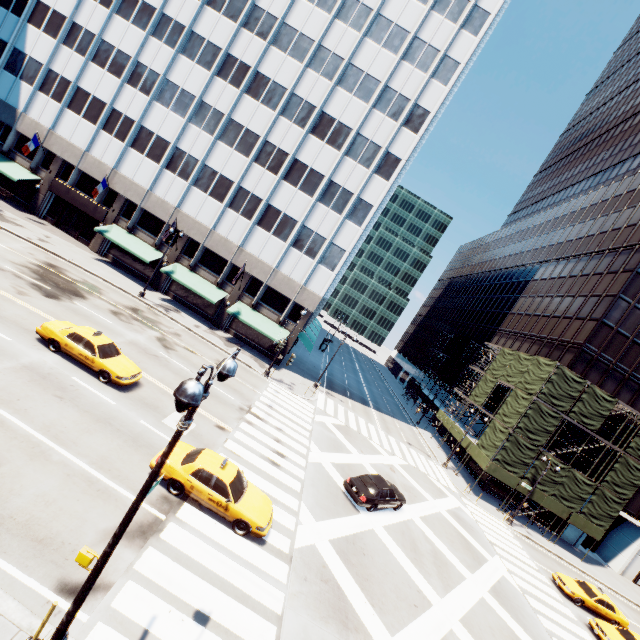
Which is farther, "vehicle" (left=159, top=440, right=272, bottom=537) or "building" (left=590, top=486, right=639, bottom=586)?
"building" (left=590, top=486, right=639, bottom=586)

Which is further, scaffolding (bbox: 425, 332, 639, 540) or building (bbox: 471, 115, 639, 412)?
building (bbox: 471, 115, 639, 412)

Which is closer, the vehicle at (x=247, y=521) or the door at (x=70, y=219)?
the vehicle at (x=247, y=521)

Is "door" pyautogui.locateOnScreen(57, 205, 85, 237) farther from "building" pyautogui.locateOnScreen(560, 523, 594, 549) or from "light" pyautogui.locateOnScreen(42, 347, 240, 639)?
"building" pyautogui.locateOnScreen(560, 523, 594, 549)

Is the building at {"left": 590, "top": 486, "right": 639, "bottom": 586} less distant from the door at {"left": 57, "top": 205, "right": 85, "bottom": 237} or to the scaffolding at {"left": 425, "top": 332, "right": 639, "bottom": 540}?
the scaffolding at {"left": 425, "top": 332, "right": 639, "bottom": 540}

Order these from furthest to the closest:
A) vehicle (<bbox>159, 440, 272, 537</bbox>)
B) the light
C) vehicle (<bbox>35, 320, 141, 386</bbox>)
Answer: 1. vehicle (<bbox>35, 320, 141, 386</bbox>)
2. vehicle (<bbox>159, 440, 272, 537</bbox>)
3. the light

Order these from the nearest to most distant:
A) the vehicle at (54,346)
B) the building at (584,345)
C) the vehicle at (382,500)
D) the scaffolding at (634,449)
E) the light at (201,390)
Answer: the light at (201,390), the vehicle at (54,346), the vehicle at (382,500), the scaffolding at (634,449), the building at (584,345)

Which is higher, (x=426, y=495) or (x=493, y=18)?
(x=493, y=18)
